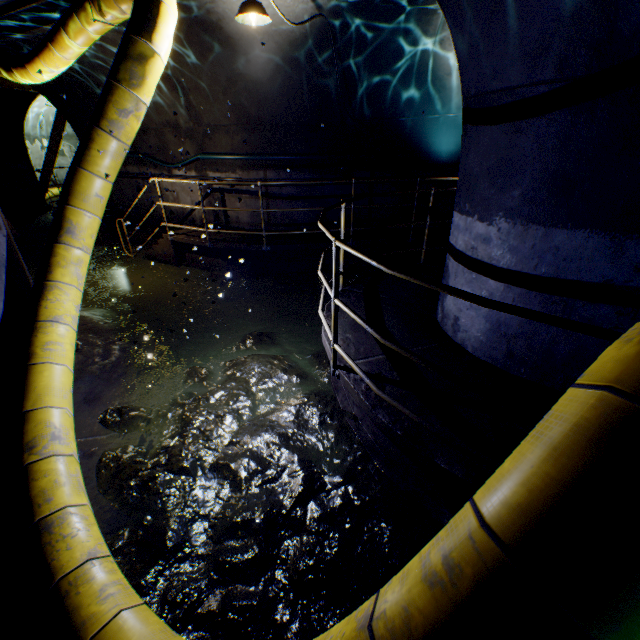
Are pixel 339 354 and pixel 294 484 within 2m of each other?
yes

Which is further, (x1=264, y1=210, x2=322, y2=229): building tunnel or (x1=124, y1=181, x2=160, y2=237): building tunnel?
(x1=264, y1=210, x2=322, y2=229): building tunnel

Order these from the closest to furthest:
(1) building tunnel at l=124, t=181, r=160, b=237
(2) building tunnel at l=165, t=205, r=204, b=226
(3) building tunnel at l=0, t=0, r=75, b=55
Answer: (3) building tunnel at l=0, t=0, r=75, b=55, (1) building tunnel at l=124, t=181, r=160, b=237, (2) building tunnel at l=165, t=205, r=204, b=226

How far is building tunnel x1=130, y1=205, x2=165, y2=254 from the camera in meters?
9.4

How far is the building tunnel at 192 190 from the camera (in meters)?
8.41

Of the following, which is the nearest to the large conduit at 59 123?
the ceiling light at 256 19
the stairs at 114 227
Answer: the ceiling light at 256 19
